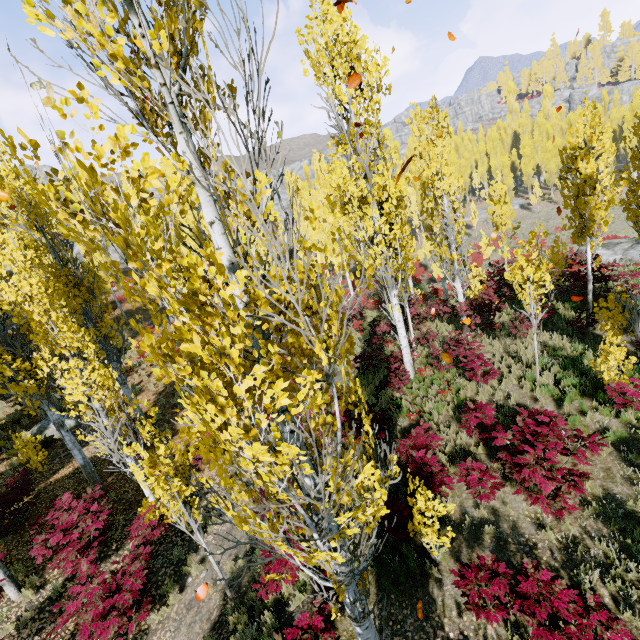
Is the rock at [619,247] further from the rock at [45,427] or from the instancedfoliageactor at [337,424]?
the rock at [45,427]

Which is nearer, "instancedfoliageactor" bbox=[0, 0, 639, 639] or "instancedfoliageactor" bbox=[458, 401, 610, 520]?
"instancedfoliageactor" bbox=[0, 0, 639, 639]

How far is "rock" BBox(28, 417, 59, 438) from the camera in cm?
1420

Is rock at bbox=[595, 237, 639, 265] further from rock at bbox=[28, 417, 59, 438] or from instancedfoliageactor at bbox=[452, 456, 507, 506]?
rock at bbox=[28, 417, 59, 438]

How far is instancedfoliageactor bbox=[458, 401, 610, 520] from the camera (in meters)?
5.47

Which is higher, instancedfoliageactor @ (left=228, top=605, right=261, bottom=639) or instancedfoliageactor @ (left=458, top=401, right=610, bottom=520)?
instancedfoliageactor @ (left=458, top=401, right=610, bottom=520)

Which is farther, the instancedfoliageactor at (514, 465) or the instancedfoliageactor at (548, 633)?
the instancedfoliageactor at (514, 465)

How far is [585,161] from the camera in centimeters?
887cm
